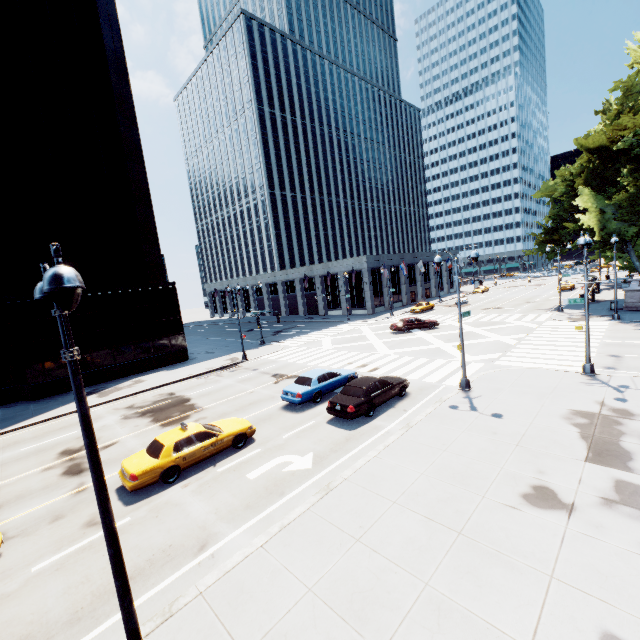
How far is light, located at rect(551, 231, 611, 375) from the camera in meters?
16.2

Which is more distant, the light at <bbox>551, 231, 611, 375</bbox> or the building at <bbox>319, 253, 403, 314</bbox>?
the building at <bbox>319, 253, 403, 314</bbox>

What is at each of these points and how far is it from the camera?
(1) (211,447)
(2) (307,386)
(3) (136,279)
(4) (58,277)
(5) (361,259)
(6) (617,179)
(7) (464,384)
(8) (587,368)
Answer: (1) vehicle, 13.1m
(2) vehicle, 18.1m
(3) building, 30.9m
(4) light, 4.0m
(5) building, 52.9m
(6) tree, 27.8m
(7) light, 17.0m
(8) light, 17.1m

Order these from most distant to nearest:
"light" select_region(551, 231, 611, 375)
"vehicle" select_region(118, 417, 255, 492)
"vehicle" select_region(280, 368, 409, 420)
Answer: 1. "light" select_region(551, 231, 611, 375)
2. "vehicle" select_region(280, 368, 409, 420)
3. "vehicle" select_region(118, 417, 255, 492)

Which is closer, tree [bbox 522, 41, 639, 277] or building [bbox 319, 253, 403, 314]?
tree [bbox 522, 41, 639, 277]

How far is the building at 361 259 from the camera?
53.4 meters

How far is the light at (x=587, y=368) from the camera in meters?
16.2 m

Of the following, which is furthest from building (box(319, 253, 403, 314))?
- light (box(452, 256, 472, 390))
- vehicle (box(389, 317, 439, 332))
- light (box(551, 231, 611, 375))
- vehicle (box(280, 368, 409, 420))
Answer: light (box(452, 256, 472, 390))
